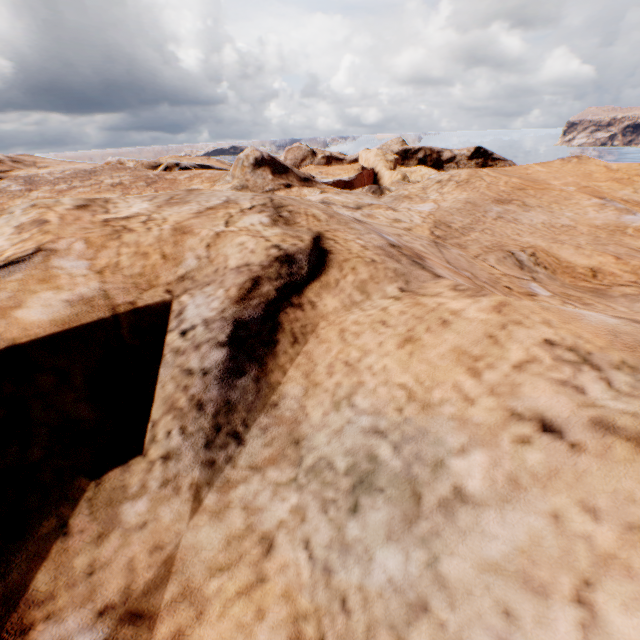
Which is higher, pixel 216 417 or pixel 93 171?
pixel 93 171
